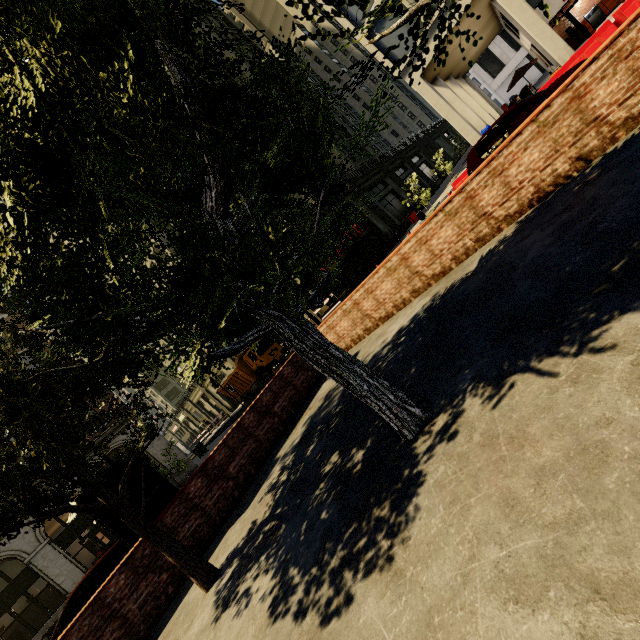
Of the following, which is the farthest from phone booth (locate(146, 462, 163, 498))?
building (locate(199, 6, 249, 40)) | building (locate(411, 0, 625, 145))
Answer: building (locate(411, 0, 625, 145))

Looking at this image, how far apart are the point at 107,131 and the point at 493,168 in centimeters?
604cm

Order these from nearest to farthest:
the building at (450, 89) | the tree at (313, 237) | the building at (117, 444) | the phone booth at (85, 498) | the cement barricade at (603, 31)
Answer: the tree at (313, 237) → the phone booth at (85, 498) → the cement barricade at (603, 31) → the building at (450, 89) → the building at (117, 444)

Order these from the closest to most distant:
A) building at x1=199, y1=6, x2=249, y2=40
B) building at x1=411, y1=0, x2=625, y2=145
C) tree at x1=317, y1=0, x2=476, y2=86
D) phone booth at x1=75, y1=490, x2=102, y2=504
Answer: tree at x1=317, y1=0, x2=476, y2=86 → phone booth at x1=75, y1=490, x2=102, y2=504 → building at x1=411, y1=0, x2=625, y2=145 → building at x1=199, y1=6, x2=249, y2=40

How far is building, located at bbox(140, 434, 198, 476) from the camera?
24.6 meters

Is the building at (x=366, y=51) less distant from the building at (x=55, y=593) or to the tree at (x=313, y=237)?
the building at (x=55, y=593)

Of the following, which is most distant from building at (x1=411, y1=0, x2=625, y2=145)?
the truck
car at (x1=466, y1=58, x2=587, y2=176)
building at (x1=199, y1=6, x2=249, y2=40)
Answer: the truck

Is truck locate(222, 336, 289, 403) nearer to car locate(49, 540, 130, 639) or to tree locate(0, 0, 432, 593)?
car locate(49, 540, 130, 639)
